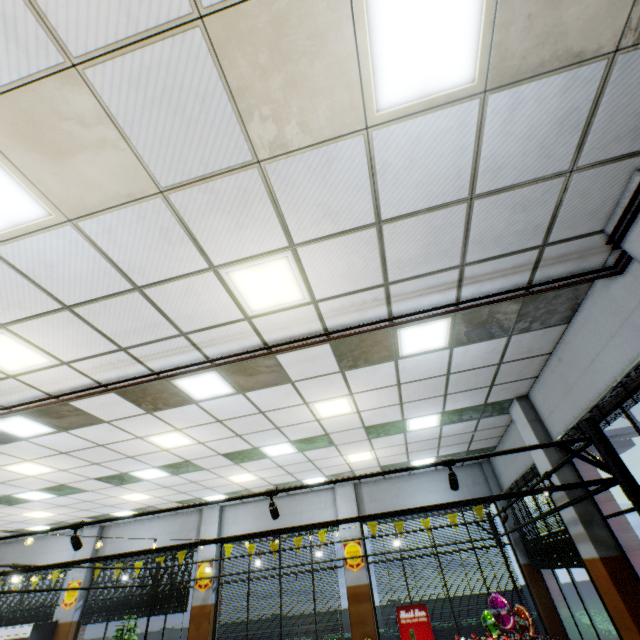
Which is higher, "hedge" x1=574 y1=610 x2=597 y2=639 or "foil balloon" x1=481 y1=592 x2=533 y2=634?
"foil balloon" x1=481 y1=592 x2=533 y2=634

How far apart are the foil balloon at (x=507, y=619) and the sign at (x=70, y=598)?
13.2 meters

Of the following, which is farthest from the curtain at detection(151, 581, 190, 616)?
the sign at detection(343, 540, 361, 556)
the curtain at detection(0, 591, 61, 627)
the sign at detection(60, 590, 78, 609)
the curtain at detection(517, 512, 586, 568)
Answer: the curtain at detection(517, 512, 586, 568)

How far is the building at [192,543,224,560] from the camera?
11.0 meters

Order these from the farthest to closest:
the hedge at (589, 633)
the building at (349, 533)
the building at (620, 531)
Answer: the building at (349, 533), the hedge at (589, 633), the building at (620, 531)

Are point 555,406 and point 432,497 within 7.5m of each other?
yes

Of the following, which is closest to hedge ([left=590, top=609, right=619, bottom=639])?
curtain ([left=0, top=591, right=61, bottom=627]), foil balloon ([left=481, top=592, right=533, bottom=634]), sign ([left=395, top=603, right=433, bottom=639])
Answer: foil balloon ([left=481, top=592, right=533, bottom=634])

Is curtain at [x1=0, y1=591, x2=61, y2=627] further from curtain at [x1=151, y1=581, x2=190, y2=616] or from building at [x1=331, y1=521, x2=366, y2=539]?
curtain at [x1=151, y1=581, x2=190, y2=616]
